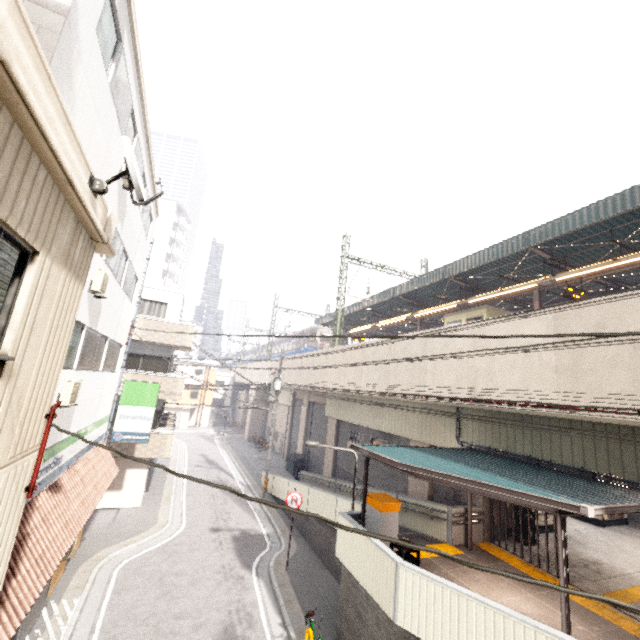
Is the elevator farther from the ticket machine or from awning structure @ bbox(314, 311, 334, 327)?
the ticket machine

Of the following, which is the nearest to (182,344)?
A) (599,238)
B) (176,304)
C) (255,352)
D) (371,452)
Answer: (176,304)

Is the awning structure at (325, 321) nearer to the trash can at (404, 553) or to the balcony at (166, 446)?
the trash can at (404, 553)

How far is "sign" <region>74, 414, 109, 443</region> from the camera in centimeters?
1030cm

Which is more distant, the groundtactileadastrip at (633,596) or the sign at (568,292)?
the sign at (568,292)

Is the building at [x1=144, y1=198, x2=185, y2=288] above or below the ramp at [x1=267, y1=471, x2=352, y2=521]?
above

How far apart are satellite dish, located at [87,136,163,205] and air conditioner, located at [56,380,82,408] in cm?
576

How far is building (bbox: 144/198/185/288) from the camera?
53.81m
